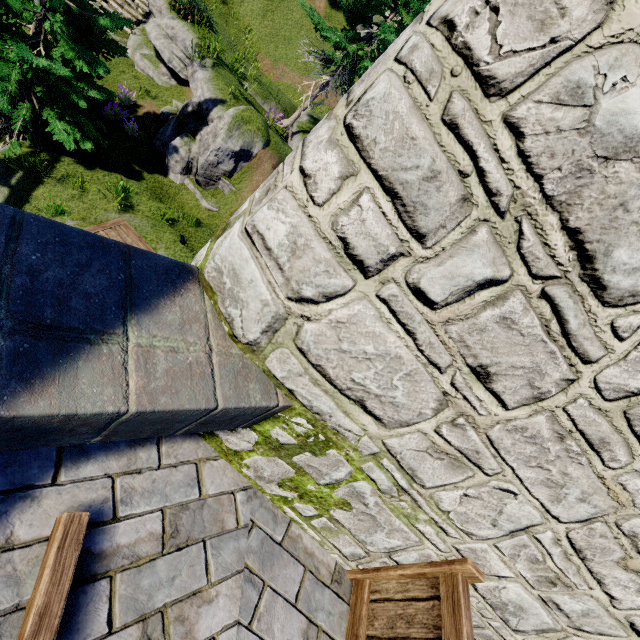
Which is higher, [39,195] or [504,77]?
[504,77]

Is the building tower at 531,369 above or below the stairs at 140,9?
above

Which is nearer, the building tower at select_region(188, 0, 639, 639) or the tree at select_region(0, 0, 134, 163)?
the building tower at select_region(188, 0, 639, 639)

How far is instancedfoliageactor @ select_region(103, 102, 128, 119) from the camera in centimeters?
1100cm

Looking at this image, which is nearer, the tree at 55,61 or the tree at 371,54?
the tree at 55,61

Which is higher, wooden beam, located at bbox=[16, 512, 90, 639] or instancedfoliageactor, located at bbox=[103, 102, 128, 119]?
wooden beam, located at bbox=[16, 512, 90, 639]

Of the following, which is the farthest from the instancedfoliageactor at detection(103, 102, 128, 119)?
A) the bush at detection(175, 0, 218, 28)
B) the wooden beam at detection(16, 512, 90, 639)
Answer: the wooden beam at detection(16, 512, 90, 639)

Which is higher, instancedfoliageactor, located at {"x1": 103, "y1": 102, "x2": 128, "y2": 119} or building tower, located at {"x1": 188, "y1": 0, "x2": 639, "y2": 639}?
building tower, located at {"x1": 188, "y1": 0, "x2": 639, "y2": 639}
